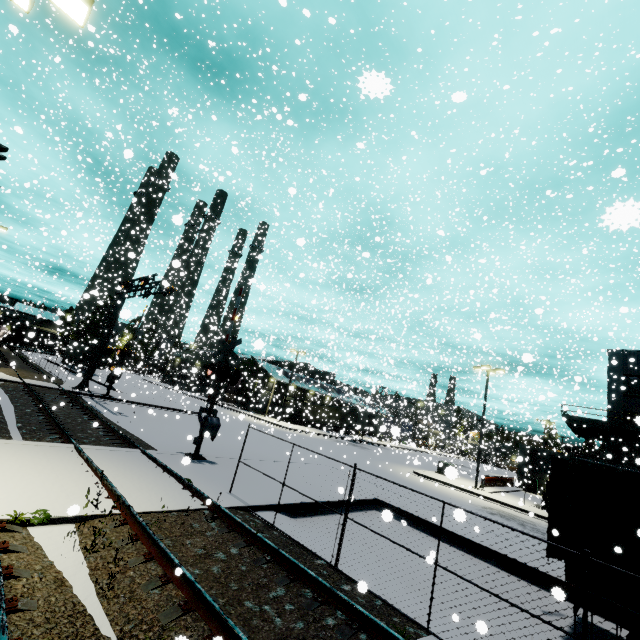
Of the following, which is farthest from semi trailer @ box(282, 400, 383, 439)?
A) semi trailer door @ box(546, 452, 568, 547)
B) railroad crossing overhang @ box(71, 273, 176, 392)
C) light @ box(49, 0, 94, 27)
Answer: railroad crossing overhang @ box(71, 273, 176, 392)

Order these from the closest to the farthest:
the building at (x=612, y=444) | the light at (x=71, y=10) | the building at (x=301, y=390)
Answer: the light at (x=71, y=10) → the building at (x=612, y=444) → the building at (x=301, y=390)

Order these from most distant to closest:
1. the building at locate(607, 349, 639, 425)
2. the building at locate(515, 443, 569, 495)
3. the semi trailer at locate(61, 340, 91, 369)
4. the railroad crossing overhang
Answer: the semi trailer at locate(61, 340, 91, 369)
the building at locate(515, 443, 569, 495)
the building at locate(607, 349, 639, 425)
the railroad crossing overhang

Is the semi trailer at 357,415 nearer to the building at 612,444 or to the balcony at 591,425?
the building at 612,444

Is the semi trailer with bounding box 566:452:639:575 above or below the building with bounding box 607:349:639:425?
below

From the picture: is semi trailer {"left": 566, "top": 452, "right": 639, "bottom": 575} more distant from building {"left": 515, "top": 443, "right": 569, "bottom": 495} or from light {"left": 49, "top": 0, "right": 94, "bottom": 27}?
light {"left": 49, "top": 0, "right": 94, "bottom": 27}

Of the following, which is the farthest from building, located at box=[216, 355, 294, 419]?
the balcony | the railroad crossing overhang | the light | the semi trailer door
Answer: the light

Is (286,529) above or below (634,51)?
below
